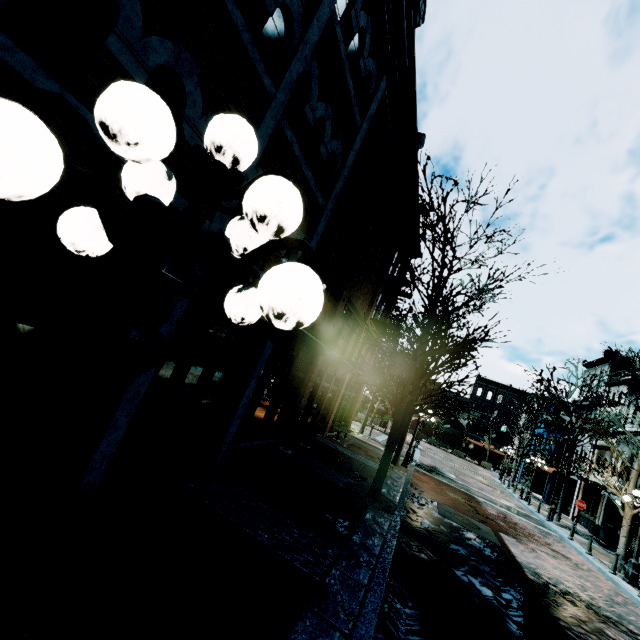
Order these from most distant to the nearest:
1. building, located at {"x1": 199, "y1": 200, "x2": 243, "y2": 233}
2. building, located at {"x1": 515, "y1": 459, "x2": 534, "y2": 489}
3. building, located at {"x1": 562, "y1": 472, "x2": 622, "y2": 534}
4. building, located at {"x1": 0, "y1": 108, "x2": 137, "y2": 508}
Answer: building, located at {"x1": 515, "y1": 459, "x2": 534, "y2": 489}
building, located at {"x1": 562, "y1": 472, "x2": 622, "y2": 534}
building, located at {"x1": 199, "y1": 200, "x2": 243, "y2": 233}
building, located at {"x1": 0, "y1": 108, "x2": 137, "y2": 508}

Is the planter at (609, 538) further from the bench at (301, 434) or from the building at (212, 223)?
the building at (212, 223)

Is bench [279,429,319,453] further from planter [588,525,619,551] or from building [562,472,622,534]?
planter [588,525,619,551]

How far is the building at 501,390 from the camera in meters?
52.5

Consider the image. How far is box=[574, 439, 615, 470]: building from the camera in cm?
2383

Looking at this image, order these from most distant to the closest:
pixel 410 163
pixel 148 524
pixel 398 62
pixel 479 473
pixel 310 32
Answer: pixel 479 473, pixel 410 163, pixel 398 62, pixel 310 32, pixel 148 524

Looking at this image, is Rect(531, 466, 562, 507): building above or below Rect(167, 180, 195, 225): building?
below

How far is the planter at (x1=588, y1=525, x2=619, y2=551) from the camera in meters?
18.8 m
